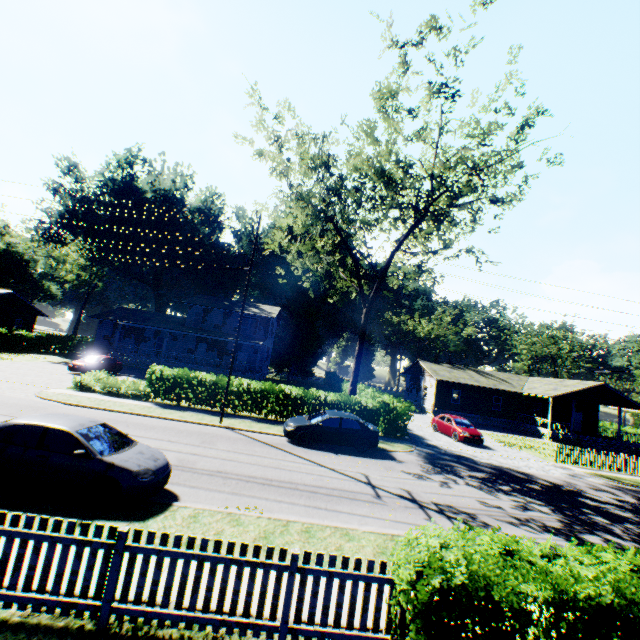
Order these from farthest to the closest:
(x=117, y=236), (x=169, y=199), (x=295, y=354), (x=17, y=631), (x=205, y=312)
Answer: (x=295, y=354) → (x=169, y=199) → (x=117, y=236) → (x=205, y=312) → (x=17, y=631)

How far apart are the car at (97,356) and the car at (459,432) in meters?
28.9

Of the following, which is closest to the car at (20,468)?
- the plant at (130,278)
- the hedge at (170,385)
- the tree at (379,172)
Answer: the hedge at (170,385)

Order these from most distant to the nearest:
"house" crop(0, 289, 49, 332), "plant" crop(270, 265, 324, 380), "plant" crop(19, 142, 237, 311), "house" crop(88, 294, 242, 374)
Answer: "plant" crop(270, 265, 324, 380), "plant" crop(19, 142, 237, 311), "house" crop(0, 289, 49, 332), "house" crop(88, 294, 242, 374)

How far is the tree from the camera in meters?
16.7

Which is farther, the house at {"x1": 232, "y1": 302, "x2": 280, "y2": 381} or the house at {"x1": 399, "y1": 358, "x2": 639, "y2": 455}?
the house at {"x1": 232, "y1": 302, "x2": 280, "y2": 381}

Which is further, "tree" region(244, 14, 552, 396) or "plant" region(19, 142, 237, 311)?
"plant" region(19, 142, 237, 311)

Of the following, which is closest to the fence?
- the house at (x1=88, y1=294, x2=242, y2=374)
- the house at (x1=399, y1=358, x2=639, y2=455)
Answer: the house at (x1=88, y1=294, x2=242, y2=374)
